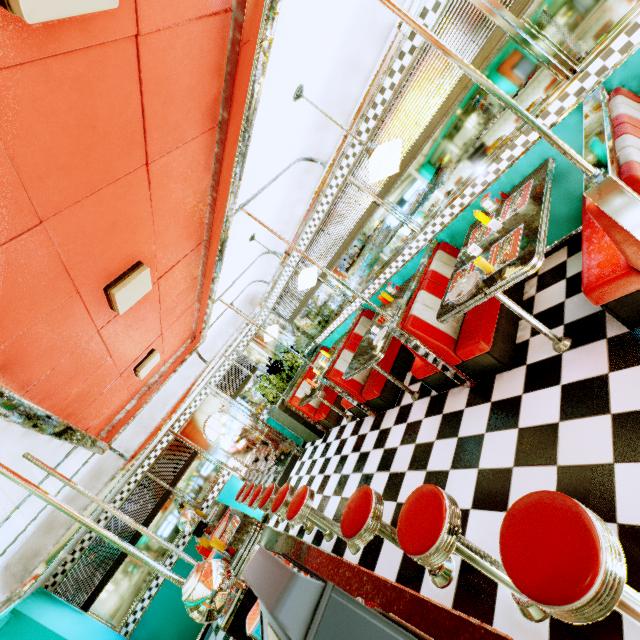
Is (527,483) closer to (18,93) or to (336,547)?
(336,547)

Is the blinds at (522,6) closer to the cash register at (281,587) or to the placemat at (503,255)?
the placemat at (503,255)

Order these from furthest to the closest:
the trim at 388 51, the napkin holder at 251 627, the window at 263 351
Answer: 1. the window at 263 351
2. the trim at 388 51
3. the napkin holder at 251 627

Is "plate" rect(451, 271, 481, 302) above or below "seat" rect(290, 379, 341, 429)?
above

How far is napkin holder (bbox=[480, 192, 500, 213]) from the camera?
3.4m

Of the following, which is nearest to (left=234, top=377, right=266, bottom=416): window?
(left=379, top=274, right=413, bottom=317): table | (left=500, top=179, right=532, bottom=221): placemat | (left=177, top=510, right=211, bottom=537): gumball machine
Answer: (left=177, top=510, right=211, bottom=537): gumball machine

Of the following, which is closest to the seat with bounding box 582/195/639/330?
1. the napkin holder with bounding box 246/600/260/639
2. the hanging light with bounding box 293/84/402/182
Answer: the hanging light with bounding box 293/84/402/182

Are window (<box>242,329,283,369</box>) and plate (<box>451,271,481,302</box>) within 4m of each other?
no
